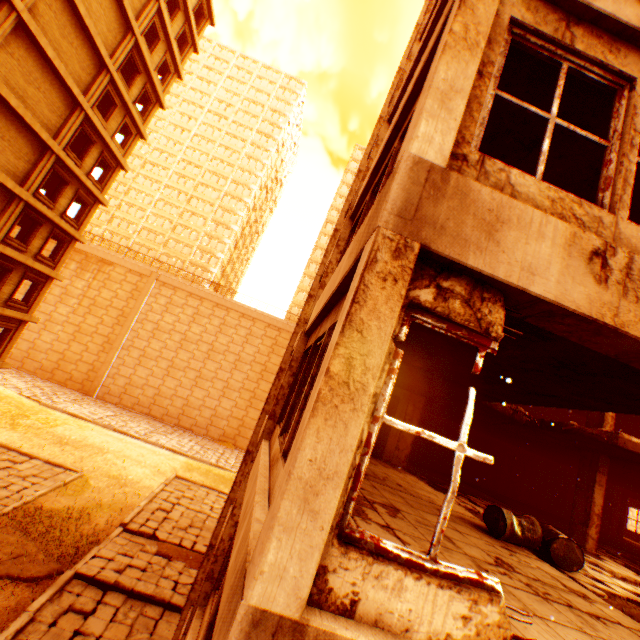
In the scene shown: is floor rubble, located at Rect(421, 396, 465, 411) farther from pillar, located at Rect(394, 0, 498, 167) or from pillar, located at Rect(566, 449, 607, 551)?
pillar, located at Rect(394, 0, 498, 167)

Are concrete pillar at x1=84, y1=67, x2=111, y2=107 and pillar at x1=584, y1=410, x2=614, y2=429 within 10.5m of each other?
no

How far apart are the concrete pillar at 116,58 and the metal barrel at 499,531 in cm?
2716

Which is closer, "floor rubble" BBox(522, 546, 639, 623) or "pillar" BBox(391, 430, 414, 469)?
"floor rubble" BBox(522, 546, 639, 623)

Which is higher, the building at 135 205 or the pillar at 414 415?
the building at 135 205

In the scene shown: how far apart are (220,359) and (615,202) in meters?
46.0

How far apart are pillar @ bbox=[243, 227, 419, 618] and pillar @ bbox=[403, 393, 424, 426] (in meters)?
9.36

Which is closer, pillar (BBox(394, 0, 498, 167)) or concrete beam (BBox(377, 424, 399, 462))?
pillar (BBox(394, 0, 498, 167))
